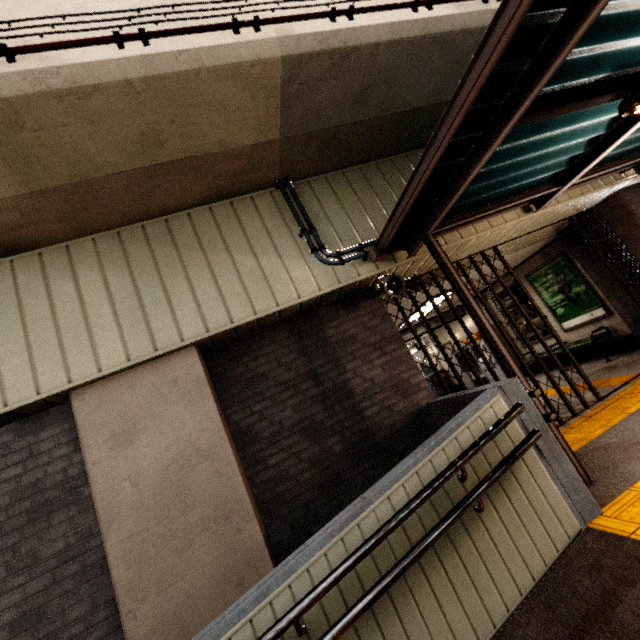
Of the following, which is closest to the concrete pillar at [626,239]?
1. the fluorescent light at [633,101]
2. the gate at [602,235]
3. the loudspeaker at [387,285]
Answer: the gate at [602,235]

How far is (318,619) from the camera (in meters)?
2.10

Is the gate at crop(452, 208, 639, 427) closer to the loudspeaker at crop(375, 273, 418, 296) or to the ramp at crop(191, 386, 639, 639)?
the loudspeaker at crop(375, 273, 418, 296)

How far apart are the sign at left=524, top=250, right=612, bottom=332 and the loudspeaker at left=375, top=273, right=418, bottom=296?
5.4m

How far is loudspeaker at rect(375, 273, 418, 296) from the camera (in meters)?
4.28

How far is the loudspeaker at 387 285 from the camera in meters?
4.3 m

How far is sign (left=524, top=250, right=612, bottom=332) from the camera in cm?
750

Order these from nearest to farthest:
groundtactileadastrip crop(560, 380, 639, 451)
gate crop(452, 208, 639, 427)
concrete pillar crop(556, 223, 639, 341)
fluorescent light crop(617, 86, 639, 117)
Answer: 1. fluorescent light crop(617, 86, 639, 117)
2. groundtactileadastrip crop(560, 380, 639, 451)
3. gate crop(452, 208, 639, 427)
4. concrete pillar crop(556, 223, 639, 341)
